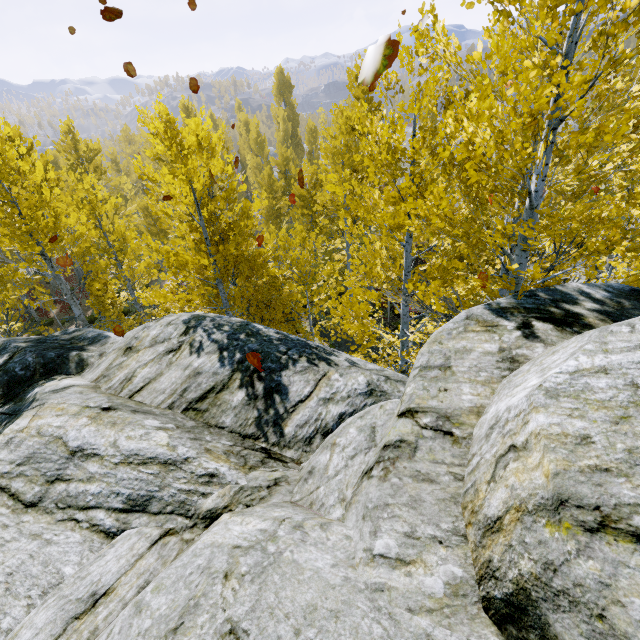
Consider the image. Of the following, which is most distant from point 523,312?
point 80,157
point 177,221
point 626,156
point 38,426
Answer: point 80,157

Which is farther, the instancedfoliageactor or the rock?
the instancedfoliageactor

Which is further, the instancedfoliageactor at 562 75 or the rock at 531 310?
the instancedfoliageactor at 562 75
